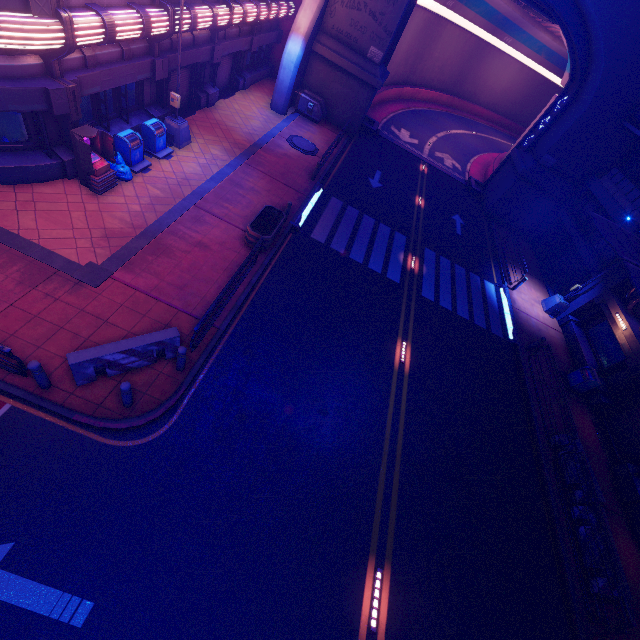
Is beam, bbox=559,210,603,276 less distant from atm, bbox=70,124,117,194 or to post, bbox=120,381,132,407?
post, bbox=120,381,132,407

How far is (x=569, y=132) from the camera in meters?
21.7

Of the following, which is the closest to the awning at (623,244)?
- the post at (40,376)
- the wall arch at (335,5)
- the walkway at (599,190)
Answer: the walkway at (599,190)

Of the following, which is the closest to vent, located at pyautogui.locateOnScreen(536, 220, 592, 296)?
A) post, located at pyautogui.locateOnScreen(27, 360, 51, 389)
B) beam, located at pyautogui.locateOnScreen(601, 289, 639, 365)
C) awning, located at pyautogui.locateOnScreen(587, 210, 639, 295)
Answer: beam, located at pyautogui.locateOnScreen(601, 289, 639, 365)

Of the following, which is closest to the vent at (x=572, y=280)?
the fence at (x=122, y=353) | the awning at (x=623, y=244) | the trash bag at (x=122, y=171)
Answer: the awning at (x=623, y=244)

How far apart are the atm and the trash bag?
0.1 meters

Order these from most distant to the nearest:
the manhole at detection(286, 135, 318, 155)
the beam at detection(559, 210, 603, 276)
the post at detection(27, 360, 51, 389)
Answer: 1. the manhole at detection(286, 135, 318, 155)
2. the beam at detection(559, 210, 603, 276)
3. the post at detection(27, 360, 51, 389)

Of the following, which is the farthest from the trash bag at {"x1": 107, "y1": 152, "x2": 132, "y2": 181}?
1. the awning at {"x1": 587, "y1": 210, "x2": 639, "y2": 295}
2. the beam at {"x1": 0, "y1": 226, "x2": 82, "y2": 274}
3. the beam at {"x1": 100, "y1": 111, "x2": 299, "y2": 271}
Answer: the awning at {"x1": 587, "y1": 210, "x2": 639, "y2": 295}
